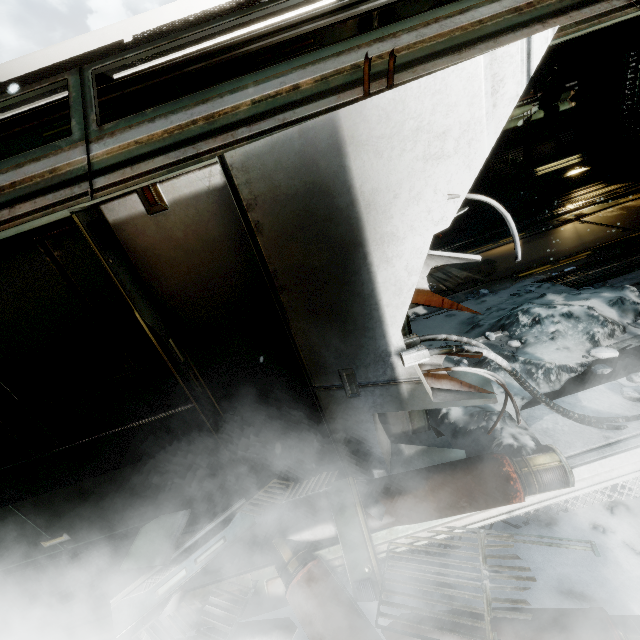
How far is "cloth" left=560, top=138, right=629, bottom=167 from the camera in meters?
9.1 m

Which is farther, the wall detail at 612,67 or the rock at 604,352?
the wall detail at 612,67

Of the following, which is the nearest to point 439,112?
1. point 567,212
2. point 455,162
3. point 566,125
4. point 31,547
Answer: point 455,162

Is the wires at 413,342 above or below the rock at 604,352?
above

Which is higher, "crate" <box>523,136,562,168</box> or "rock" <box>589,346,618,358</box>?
"crate" <box>523,136,562,168</box>

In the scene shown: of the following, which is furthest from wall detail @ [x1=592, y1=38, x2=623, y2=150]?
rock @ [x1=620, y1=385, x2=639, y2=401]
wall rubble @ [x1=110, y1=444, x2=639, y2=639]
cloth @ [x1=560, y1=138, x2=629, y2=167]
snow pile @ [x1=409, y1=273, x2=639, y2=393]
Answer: wall rubble @ [x1=110, y1=444, x2=639, y2=639]

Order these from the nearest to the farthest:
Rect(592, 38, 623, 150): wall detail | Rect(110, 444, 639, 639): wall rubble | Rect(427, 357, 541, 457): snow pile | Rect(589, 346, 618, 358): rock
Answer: Rect(110, 444, 639, 639): wall rubble
Rect(427, 357, 541, 457): snow pile
Rect(589, 346, 618, 358): rock
Rect(592, 38, 623, 150): wall detail

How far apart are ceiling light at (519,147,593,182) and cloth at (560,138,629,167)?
0.0 meters
